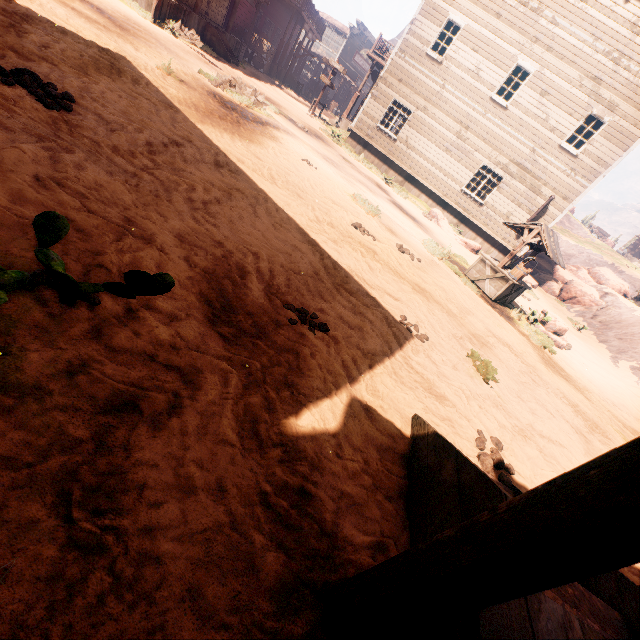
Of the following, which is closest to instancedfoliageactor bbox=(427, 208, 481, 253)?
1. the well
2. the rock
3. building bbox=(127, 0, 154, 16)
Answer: building bbox=(127, 0, 154, 16)

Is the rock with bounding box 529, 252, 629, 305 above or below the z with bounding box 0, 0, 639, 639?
above

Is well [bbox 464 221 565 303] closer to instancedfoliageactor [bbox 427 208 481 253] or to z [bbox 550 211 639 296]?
z [bbox 550 211 639 296]

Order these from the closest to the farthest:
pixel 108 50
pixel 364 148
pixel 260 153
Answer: pixel 108 50 → pixel 260 153 → pixel 364 148

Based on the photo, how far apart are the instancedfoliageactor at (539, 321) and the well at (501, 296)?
0.82m

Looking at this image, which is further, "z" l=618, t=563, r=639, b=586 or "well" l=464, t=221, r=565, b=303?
"well" l=464, t=221, r=565, b=303

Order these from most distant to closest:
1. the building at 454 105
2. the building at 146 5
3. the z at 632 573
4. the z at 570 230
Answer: the z at 570 230 → the building at 454 105 → the building at 146 5 → the z at 632 573

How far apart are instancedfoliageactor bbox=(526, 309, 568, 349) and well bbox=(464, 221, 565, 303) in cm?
82
